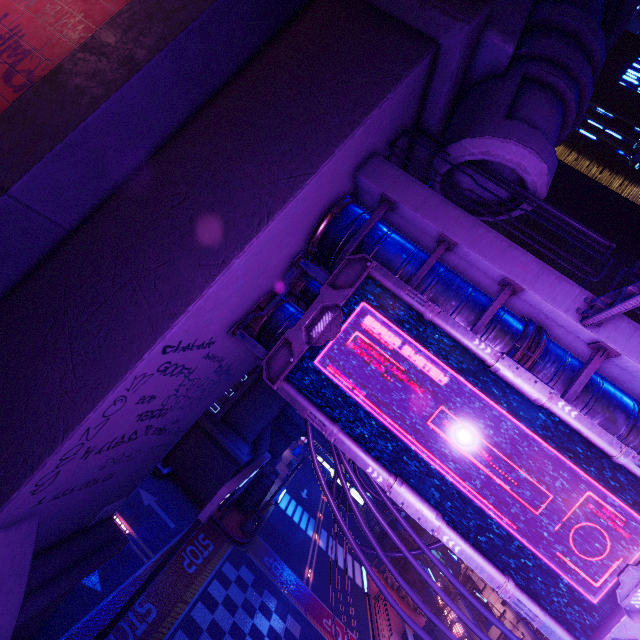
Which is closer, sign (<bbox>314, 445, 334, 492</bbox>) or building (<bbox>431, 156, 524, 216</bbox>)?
building (<bbox>431, 156, 524, 216</bbox>)

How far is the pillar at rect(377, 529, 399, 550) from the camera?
39.5 meters

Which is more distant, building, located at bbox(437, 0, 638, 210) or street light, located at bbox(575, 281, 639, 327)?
building, located at bbox(437, 0, 638, 210)

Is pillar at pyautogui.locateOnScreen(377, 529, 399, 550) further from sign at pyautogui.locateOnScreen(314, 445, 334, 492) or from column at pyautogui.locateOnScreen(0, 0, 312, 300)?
column at pyautogui.locateOnScreen(0, 0, 312, 300)

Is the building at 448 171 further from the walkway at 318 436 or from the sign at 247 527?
the walkway at 318 436

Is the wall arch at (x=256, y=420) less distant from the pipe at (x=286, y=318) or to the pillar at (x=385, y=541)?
the pipe at (x=286, y=318)

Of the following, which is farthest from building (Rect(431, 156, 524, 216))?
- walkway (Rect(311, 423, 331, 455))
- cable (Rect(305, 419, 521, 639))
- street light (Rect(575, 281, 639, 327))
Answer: walkway (Rect(311, 423, 331, 455))

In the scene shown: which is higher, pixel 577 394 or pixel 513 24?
pixel 513 24
